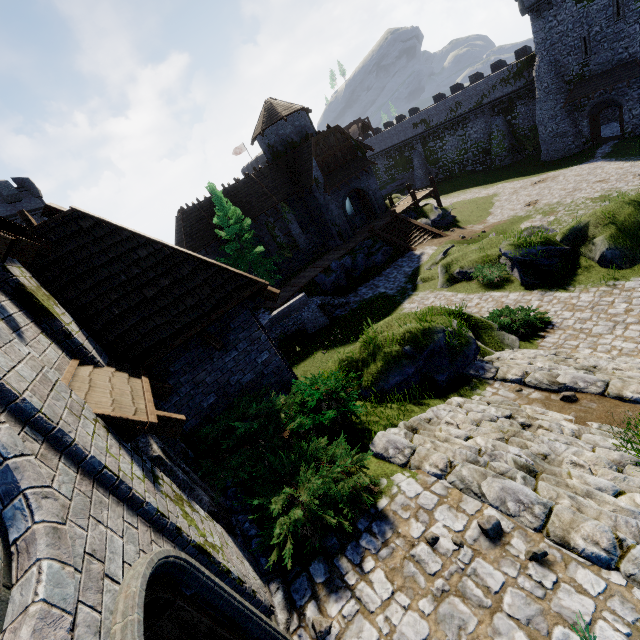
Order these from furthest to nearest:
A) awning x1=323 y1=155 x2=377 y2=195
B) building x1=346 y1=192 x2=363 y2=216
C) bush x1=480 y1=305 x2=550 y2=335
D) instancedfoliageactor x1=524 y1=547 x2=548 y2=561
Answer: building x1=346 y1=192 x2=363 y2=216 < awning x1=323 y1=155 x2=377 y2=195 < bush x1=480 y1=305 x2=550 y2=335 < instancedfoliageactor x1=524 y1=547 x2=548 y2=561

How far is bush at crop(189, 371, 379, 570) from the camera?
4.84m

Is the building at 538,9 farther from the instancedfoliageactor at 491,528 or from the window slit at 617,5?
the instancedfoliageactor at 491,528

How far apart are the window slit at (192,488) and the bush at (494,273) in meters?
15.4 m

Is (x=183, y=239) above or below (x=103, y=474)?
above

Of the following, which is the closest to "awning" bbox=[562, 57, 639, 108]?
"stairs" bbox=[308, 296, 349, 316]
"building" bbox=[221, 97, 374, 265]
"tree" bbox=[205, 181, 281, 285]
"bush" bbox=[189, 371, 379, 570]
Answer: "building" bbox=[221, 97, 374, 265]

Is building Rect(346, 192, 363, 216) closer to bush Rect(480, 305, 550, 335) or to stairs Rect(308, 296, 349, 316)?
stairs Rect(308, 296, 349, 316)

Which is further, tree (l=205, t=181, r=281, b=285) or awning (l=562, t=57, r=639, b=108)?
awning (l=562, t=57, r=639, b=108)
